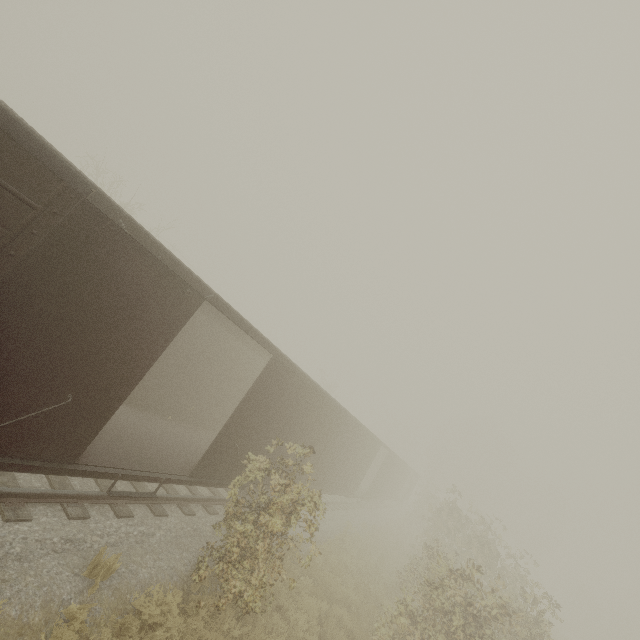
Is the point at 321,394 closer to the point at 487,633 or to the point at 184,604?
the point at 184,604
